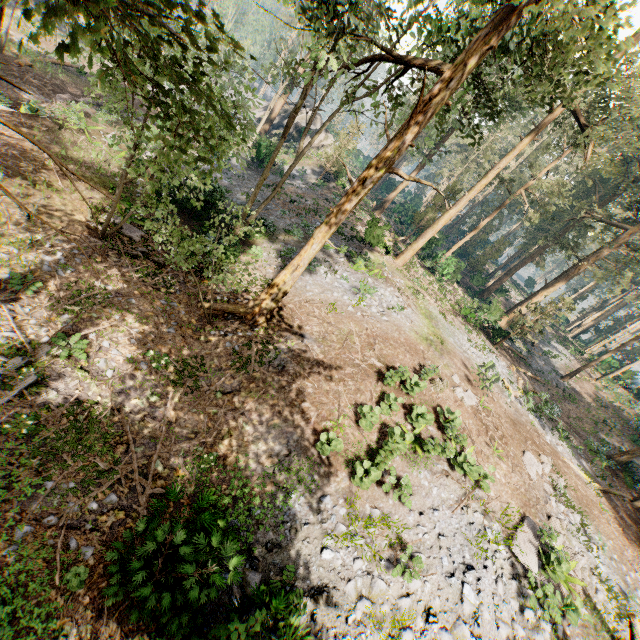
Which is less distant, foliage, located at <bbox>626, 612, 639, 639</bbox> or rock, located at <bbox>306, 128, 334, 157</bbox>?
foliage, located at <bbox>626, 612, 639, 639</bbox>

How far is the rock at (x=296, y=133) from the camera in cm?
3983

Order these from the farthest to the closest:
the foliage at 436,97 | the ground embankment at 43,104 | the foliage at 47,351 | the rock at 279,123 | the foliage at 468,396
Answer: the rock at 279,123
the ground embankment at 43,104
the foliage at 468,396
the foliage at 47,351
the foliage at 436,97

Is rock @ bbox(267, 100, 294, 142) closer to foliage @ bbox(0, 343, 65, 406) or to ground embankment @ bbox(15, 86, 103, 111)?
foliage @ bbox(0, 343, 65, 406)

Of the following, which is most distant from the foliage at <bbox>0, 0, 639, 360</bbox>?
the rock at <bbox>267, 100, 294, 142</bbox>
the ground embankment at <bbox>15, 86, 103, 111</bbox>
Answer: the ground embankment at <bbox>15, 86, 103, 111</bbox>

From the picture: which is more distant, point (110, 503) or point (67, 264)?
point (67, 264)
